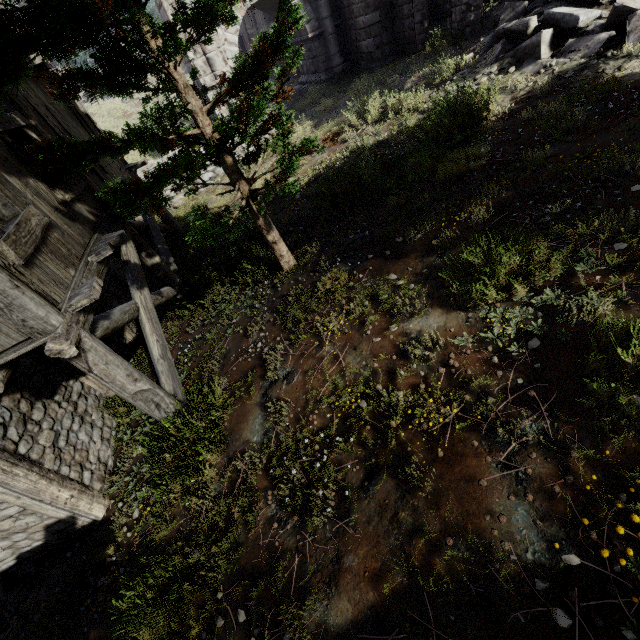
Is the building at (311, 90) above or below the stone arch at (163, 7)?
below

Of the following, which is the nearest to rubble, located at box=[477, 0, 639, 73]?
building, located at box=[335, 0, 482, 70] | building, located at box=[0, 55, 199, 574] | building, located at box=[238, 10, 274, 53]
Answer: building, located at box=[335, 0, 482, 70]

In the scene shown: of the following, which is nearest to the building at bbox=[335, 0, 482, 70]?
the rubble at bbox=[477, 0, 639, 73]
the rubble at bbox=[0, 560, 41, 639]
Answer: the rubble at bbox=[477, 0, 639, 73]

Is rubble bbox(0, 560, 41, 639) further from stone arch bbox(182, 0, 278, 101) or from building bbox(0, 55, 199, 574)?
stone arch bbox(182, 0, 278, 101)

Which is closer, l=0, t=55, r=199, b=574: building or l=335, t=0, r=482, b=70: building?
l=0, t=55, r=199, b=574: building

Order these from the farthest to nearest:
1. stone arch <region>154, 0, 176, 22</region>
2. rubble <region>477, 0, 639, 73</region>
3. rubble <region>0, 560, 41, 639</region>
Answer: stone arch <region>154, 0, 176, 22</region>, rubble <region>477, 0, 639, 73</region>, rubble <region>0, 560, 41, 639</region>

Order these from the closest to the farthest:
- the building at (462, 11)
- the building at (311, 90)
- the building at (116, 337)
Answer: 1. the building at (116, 337)
2. the building at (462, 11)
3. the building at (311, 90)

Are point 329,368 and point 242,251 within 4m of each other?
no
